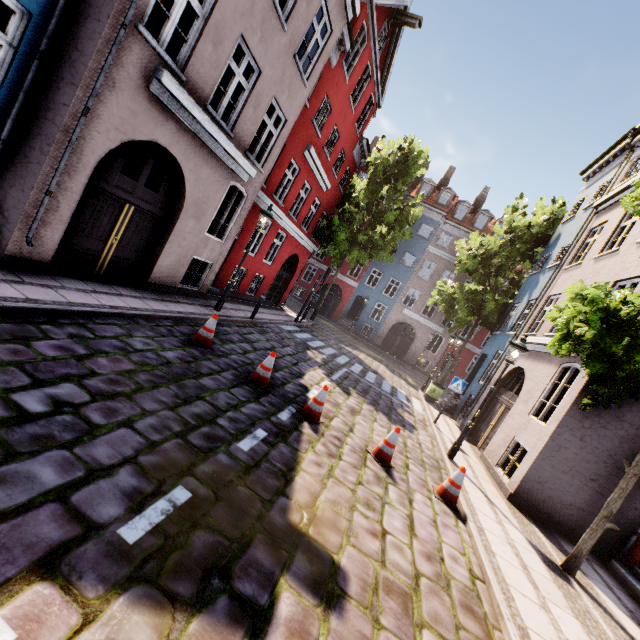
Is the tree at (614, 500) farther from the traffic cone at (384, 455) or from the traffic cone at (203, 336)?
the traffic cone at (203, 336)

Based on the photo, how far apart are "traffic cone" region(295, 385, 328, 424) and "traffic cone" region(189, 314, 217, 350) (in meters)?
2.36

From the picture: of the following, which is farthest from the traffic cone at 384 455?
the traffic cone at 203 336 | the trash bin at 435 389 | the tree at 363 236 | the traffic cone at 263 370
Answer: the tree at 363 236

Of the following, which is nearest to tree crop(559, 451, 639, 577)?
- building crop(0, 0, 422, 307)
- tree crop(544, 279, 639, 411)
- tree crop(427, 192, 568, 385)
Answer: tree crop(544, 279, 639, 411)

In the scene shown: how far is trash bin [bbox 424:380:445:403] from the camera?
15.7 meters

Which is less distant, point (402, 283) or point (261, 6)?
point (261, 6)

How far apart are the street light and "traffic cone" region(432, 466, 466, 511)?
2.33m

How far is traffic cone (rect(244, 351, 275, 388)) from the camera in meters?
6.8 m
